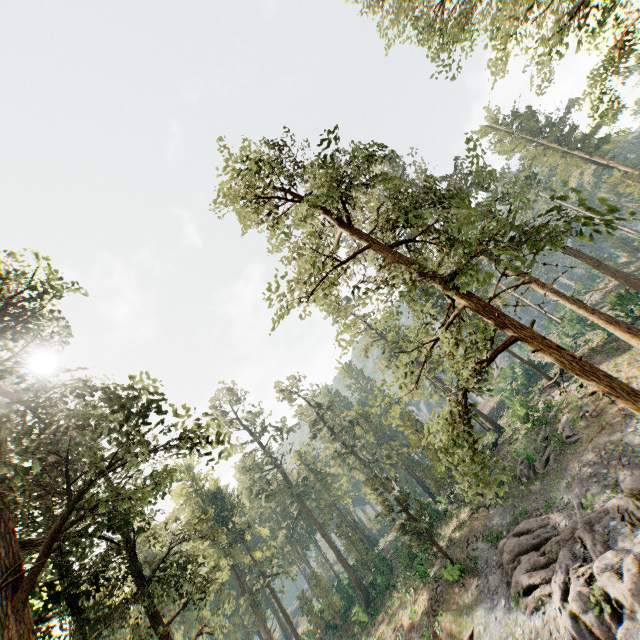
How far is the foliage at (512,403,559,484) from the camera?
25.27m

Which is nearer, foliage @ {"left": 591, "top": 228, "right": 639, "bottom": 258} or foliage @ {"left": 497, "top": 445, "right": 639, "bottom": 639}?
foliage @ {"left": 591, "top": 228, "right": 639, "bottom": 258}

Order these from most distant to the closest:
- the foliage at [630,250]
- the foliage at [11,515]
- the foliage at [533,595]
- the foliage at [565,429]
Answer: the foliage at [565,429] → the foliage at [533,595] → the foliage at [11,515] → the foliage at [630,250]

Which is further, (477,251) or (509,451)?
(509,451)

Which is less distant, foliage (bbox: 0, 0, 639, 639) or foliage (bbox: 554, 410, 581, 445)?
foliage (bbox: 0, 0, 639, 639)

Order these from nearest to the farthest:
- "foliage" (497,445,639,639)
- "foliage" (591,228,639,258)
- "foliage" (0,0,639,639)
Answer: "foliage" (591,228,639,258) < "foliage" (0,0,639,639) < "foliage" (497,445,639,639)

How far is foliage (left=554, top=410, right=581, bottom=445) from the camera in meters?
24.8 m

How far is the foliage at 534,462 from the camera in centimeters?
2527cm
